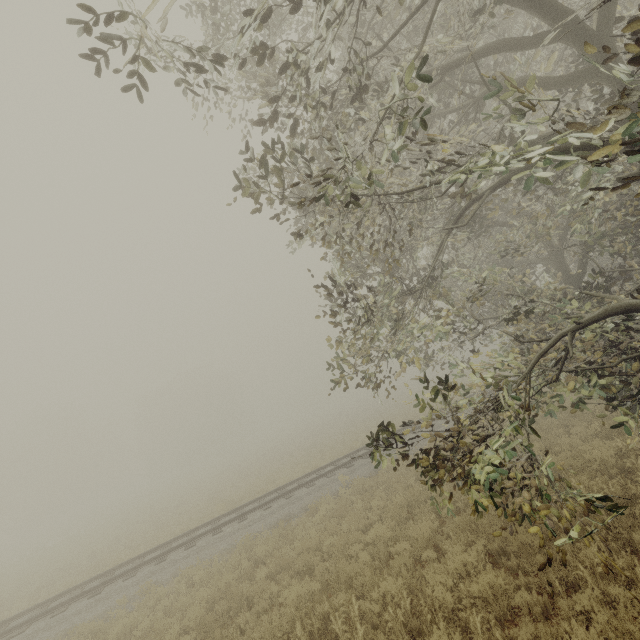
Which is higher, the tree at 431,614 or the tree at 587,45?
the tree at 587,45

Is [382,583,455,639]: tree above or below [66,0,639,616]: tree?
below

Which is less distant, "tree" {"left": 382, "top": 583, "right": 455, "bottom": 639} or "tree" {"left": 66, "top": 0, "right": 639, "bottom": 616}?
"tree" {"left": 66, "top": 0, "right": 639, "bottom": 616}

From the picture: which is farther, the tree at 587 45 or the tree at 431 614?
the tree at 431 614

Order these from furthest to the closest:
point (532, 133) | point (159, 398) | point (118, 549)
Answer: point (159, 398), point (118, 549), point (532, 133)
